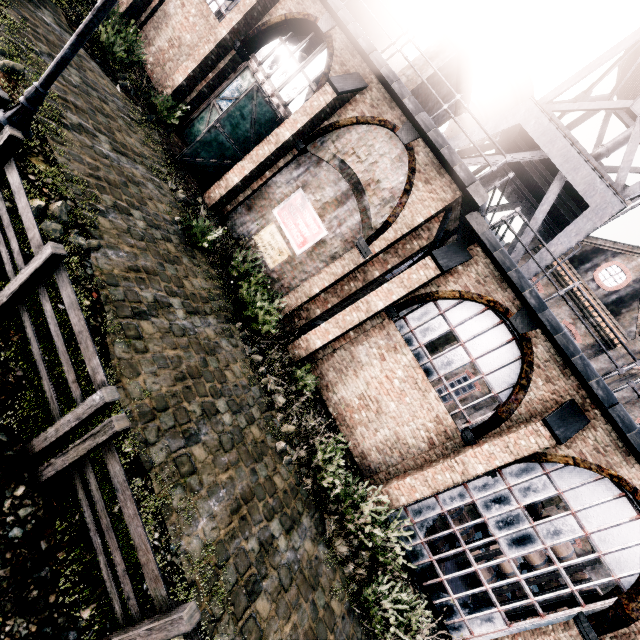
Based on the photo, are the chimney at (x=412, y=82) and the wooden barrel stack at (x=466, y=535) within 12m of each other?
no

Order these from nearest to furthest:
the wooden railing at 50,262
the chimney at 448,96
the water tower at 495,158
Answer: the wooden railing at 50,262 → the water tower at 495,158 → the chimney at 448,96

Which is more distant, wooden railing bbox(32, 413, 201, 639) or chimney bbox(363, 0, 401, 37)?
chimney bbox(363, 0, 401, 37)

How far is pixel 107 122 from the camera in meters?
10.6

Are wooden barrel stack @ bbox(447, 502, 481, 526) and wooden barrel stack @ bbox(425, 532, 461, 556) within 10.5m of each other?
yes

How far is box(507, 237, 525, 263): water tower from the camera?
13.12m
